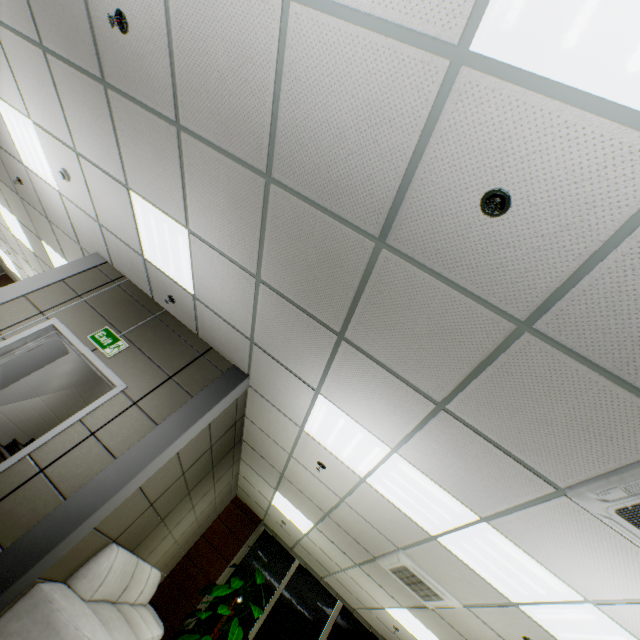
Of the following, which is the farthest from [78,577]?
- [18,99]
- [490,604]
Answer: [18,99]

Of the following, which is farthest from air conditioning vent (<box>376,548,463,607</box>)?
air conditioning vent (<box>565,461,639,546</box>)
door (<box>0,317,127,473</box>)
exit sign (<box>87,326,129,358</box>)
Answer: exit sign (<box>87,326,129,358</box>)

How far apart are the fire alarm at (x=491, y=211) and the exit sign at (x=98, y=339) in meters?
4.4 m

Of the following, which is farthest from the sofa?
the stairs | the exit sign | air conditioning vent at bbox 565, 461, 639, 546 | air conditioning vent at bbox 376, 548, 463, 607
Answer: air conditioning vent at bbox 565, 461, 639, 546

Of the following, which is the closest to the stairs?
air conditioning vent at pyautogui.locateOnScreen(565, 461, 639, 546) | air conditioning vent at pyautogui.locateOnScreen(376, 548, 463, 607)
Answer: air conditioning vent at pyautogui.locateOnScreen(376, 548, 463, 607)

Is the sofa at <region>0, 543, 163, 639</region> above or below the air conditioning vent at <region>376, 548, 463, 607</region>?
below

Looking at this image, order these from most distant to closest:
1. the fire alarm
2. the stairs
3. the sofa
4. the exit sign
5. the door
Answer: the stairs → the exit sign → the door → the sofa → the fire alarm

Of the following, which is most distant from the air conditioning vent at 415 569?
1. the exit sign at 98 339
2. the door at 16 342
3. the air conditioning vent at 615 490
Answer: the exit sign at 98 339
